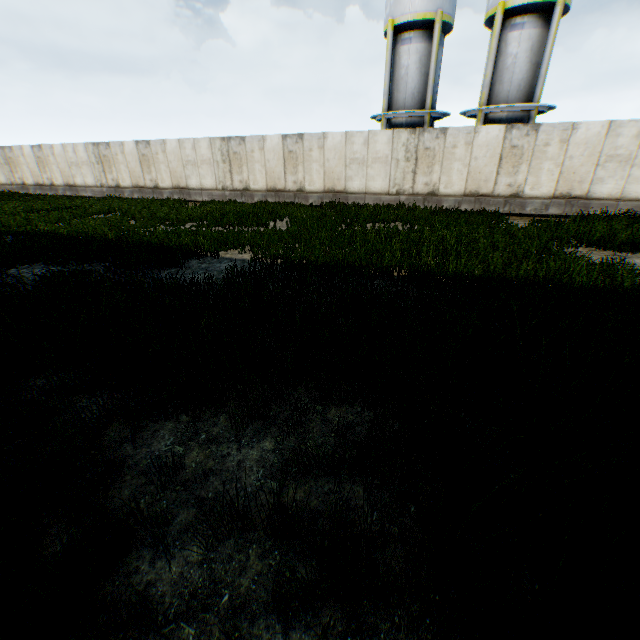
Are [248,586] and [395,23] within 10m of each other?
no

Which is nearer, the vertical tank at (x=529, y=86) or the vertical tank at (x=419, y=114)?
the vertical tank at (x=529, y=86)

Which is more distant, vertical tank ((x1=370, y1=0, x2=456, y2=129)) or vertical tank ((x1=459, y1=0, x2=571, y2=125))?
vertical tank ((x1=370, y1=0, x2=456, y2=129))
